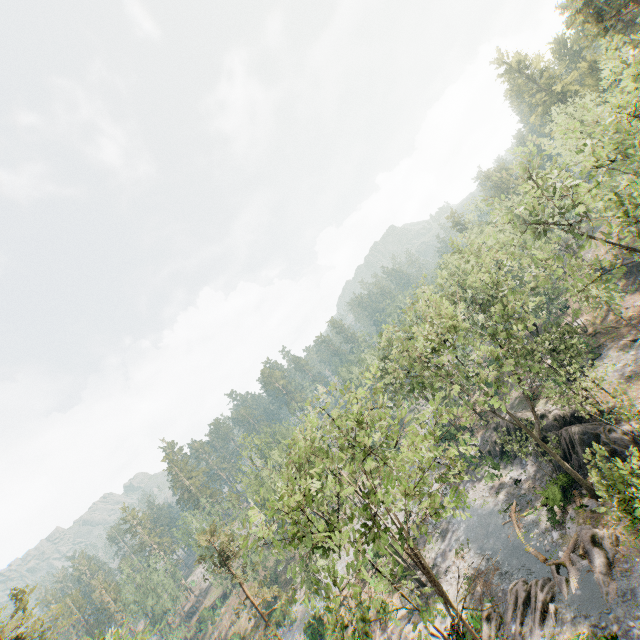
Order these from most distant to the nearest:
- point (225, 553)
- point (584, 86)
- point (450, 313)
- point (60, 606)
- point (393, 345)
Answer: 1. point (584, 86)
2. point (393, 345)
3. point (225, 553)
4. point (60, 606)
5. point (450, 313)

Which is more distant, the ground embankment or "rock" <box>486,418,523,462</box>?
Result: the ground embankment

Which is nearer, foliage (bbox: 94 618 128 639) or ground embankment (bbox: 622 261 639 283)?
foliage (bbox: 94 618 128 639)

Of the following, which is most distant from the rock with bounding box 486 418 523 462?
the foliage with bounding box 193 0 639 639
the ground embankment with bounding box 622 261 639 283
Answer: the ground embankment with bounding box 622 261 639 283

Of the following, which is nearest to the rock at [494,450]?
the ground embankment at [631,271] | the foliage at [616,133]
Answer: the foliage at [616,133]

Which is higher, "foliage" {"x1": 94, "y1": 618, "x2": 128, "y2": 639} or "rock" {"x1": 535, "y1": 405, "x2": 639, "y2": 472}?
"foliage" {"x1": 94, "y1": 618, "x2": 128, "y2": 639}

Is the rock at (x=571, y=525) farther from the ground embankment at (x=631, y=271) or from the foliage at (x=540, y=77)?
the ground embankment at (x=631, y=271)

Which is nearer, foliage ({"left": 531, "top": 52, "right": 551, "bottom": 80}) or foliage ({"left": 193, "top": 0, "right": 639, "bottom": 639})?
foliage ({"left": 193, "top": 0, "right": 639, "bottom": 639})
